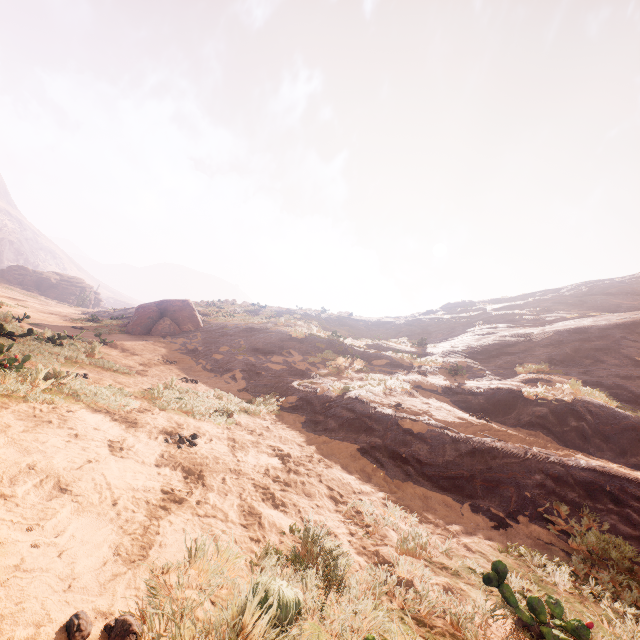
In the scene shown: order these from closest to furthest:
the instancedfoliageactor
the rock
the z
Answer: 1. the z
2. the instancedfoliageactor
3. the rock

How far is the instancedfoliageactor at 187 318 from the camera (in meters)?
17.02

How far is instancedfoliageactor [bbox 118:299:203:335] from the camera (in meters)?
17.02

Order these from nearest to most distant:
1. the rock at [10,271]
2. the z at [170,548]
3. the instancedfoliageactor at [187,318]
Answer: the z at [170,548] < the instancedfoliageactor at [187,318] < the rock at [10,271]

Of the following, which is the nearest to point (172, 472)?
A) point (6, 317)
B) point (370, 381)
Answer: point (370, 381)

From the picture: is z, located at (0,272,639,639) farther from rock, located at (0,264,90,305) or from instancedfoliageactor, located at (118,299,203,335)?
rock, located at (0,264,90,305)
